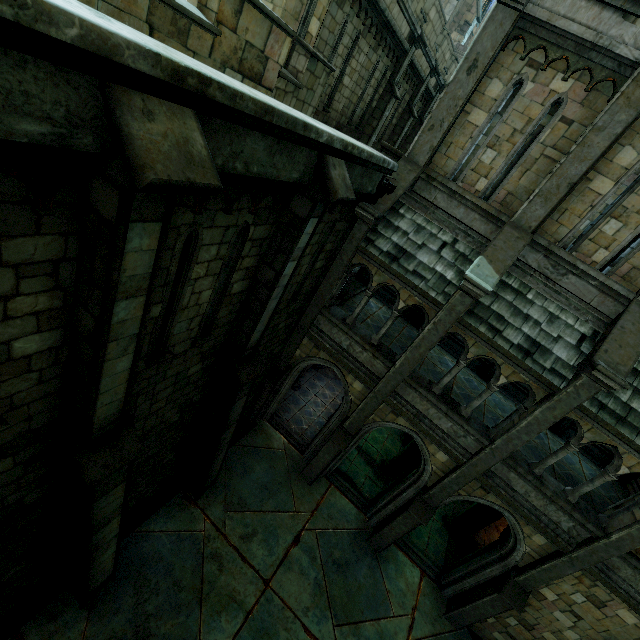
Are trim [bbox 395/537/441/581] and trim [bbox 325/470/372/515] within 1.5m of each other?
yes

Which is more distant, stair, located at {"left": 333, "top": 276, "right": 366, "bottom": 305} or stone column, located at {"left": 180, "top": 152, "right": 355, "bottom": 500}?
stair, located at {"left": 333, "top": 276, "right": 366, "bottom": 305}

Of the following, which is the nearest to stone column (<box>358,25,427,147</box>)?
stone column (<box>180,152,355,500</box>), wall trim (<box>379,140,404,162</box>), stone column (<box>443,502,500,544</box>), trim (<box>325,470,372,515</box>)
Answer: wall trim (<box>379,140,404,162</box>)

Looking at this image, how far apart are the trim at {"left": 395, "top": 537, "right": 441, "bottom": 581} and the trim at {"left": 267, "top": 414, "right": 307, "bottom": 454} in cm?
408

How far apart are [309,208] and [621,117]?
6.8m

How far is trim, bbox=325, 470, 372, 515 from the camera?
12.2 meters

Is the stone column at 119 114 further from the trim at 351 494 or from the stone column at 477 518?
the stone column at 477 518

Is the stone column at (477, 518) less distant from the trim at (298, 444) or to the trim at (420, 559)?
the trim at (420, 559)
